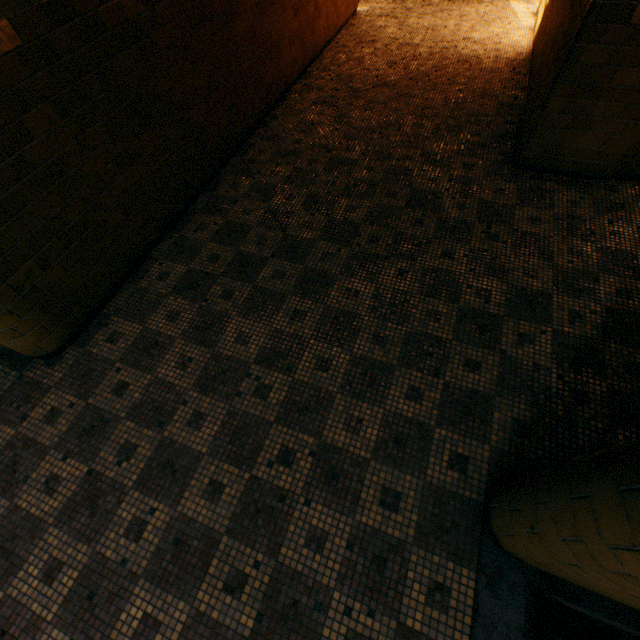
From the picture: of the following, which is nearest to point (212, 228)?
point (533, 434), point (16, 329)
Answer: point (16, 329)
